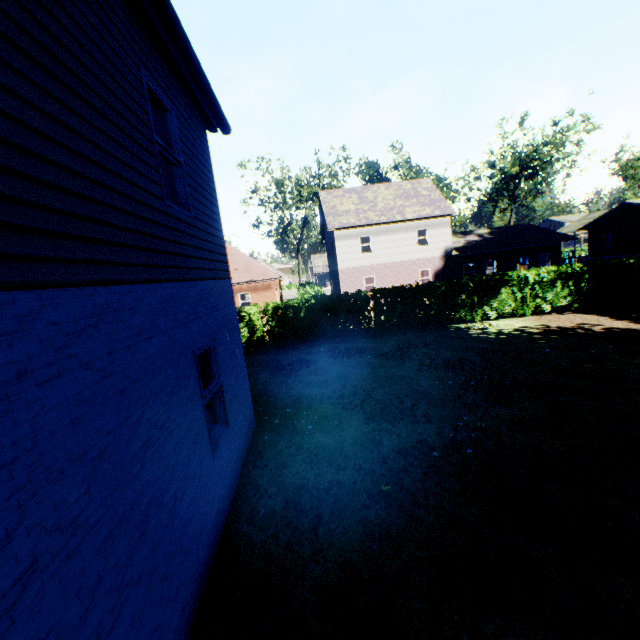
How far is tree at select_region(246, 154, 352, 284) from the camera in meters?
38.0 m

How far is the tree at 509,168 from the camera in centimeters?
3577cm

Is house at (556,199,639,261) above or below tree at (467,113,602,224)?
below

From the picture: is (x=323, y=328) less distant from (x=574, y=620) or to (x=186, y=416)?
(x=186, y=416)

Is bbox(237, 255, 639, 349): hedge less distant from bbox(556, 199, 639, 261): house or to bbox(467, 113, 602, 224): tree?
bbox(467, 113, 602, 224): tree

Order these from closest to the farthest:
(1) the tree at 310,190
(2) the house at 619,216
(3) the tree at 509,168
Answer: (2) the house at 619,216 < (3) the tree at 509,168 < (1) the tree at 310,190

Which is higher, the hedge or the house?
the house

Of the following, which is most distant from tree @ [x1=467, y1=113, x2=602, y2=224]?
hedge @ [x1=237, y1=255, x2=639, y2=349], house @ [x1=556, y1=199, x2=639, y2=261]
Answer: house @ [x1=556, y1=199, x2=639, y2=261]
